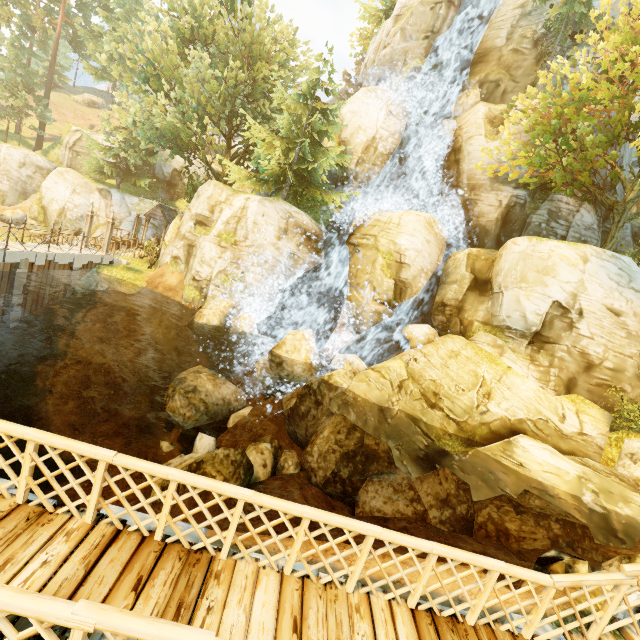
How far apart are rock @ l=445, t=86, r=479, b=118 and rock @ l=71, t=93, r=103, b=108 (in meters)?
65.31

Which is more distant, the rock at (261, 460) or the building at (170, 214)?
the building at (170, 214)

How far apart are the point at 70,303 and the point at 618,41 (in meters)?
28.55

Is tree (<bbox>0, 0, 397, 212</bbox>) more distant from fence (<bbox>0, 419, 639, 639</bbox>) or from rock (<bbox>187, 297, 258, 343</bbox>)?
rock (<bbox>187, 297, 258, 343</bbox>)

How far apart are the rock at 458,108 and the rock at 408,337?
15.2 meters

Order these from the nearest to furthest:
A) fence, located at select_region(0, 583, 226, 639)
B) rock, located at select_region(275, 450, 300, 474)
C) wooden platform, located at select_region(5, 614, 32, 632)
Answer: fence, located at select_region(0, 583, 226, 639)
wooden platform, located at select_region(5, 614, 32, 632)
rock, located at select_region(275, 450, 300, 474)

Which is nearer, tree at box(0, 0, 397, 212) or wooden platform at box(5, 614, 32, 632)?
wooden platform at box(5, 614, 32, 632)

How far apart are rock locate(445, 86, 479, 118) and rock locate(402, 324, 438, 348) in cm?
1515
